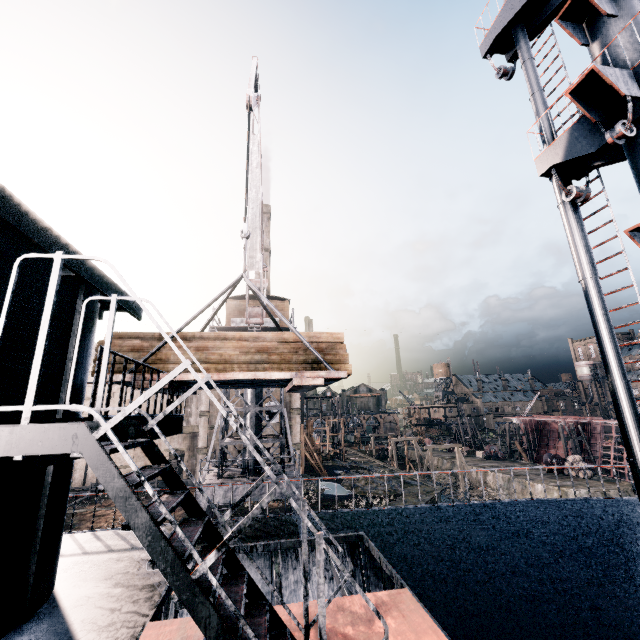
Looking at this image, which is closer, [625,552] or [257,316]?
[625,552]

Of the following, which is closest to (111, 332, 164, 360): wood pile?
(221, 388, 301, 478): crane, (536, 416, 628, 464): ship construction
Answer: (221, 388, 301, 478): crane

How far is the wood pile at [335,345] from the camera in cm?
934

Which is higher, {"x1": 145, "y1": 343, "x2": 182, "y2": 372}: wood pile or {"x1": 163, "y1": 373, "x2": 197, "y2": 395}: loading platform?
{"x1": 145, "y1": 343, "x2": 182, "y2": 372}: wood pile

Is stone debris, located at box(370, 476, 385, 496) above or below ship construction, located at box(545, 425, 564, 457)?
below

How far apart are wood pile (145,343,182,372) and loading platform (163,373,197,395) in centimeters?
1cm

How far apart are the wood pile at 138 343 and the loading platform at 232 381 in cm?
1

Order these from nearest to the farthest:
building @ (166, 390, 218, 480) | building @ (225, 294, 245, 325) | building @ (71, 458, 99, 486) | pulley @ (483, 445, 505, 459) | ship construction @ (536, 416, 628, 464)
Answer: building @ (225, 294, 245, 325) < building @ (71, 458, 99, 486) < building @ (166, 390, 218, 480) < ship construction @ (536, 416, 628, 464) < pulley @ (483, 445, 505, 459)
